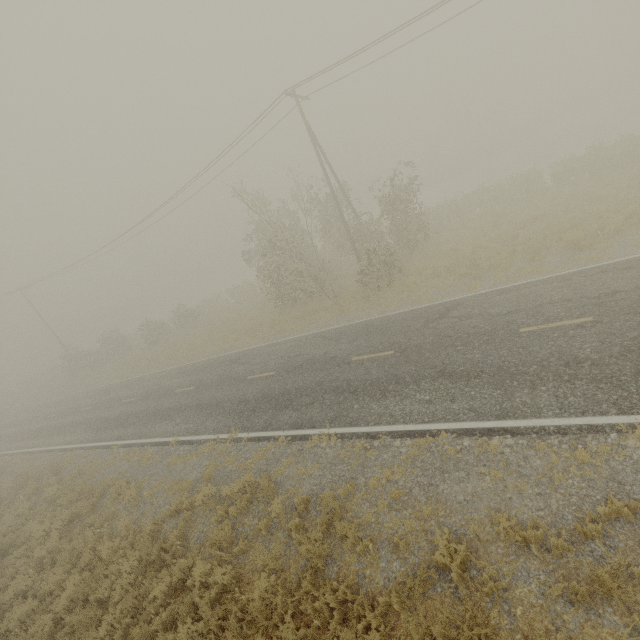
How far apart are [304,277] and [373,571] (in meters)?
18.08
